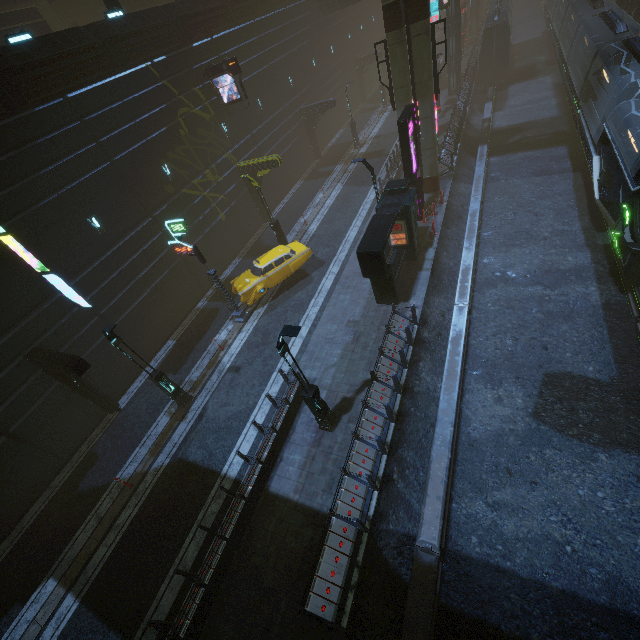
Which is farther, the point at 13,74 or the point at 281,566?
the point at 13,74

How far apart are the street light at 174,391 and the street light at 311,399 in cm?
667

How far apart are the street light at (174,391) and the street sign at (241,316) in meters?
4.9

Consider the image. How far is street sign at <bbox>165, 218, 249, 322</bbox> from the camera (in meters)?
15.05

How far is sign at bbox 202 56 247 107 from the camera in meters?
19.8 m

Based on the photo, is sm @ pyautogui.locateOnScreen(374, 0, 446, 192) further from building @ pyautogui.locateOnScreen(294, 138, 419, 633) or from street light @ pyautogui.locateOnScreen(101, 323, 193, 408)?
street light @ pyautogui.locateOnScreen(101, 323, 193, 408)

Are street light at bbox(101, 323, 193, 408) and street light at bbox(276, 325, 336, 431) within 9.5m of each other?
yes

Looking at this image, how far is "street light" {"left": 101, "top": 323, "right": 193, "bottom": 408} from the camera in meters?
12.0
